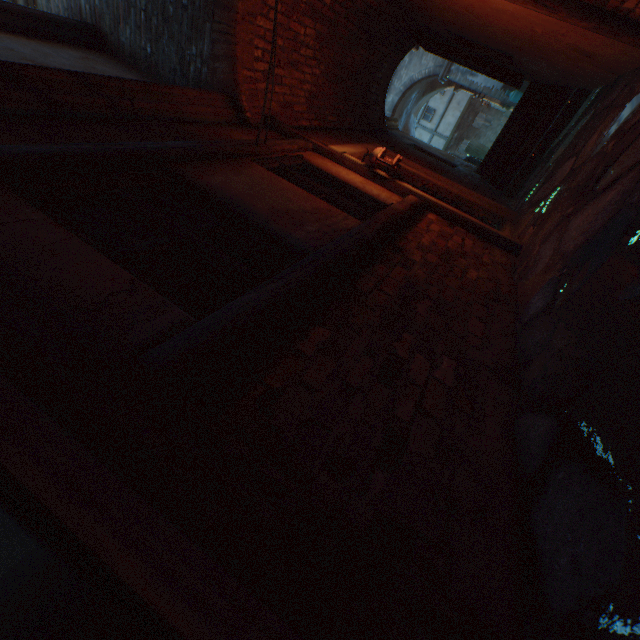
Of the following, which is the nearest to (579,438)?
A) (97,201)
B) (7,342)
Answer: (7,342)

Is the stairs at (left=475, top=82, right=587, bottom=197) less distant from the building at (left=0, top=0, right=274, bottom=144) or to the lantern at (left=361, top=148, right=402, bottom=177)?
the building at (left=0, top=0, right=274, bottom=144)

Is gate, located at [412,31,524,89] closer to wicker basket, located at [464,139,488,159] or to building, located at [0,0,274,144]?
building, located at [0,0,274,144]

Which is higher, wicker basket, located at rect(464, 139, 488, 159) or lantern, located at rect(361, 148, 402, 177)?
lantern, located at rect(361, 148, 402, 177)

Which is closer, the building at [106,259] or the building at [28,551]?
the building at [28,551]

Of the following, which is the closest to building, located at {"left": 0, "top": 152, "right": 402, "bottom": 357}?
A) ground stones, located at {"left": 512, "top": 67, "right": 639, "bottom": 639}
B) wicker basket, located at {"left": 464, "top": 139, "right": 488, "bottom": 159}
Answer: ground stones, located at {"left": 512, "top": 67, "right": 639, "bottom": 639}

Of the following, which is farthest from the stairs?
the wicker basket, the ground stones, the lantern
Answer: the wicker basket

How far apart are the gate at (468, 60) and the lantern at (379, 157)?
4.5 meters
